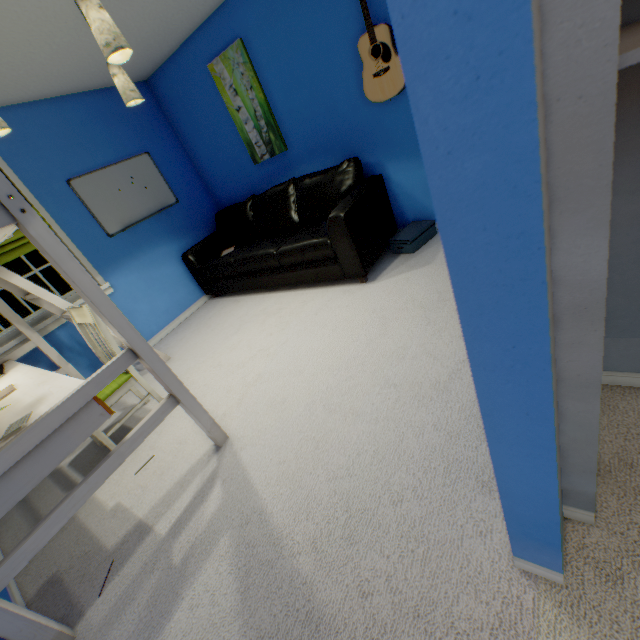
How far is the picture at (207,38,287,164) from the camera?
3.1m

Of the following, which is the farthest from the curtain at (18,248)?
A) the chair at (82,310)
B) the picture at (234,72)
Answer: the picture at (234,72)

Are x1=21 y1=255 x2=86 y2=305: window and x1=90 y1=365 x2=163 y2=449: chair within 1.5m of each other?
yes

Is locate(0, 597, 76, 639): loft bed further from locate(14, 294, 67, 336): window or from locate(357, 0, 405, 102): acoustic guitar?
locate(357, 0, 405, 102): acoustic guitar

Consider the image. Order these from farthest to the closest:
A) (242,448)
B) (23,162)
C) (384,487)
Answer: (23,162) → (242,448) → (384,487)

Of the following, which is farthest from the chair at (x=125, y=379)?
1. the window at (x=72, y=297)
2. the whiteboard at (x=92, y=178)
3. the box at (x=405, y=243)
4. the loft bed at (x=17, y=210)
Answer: the box at (x=405, y=243)

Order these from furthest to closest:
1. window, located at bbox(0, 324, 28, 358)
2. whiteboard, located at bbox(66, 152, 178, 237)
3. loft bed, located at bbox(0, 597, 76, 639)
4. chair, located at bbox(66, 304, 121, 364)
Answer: whiteboard, located at bbox(66, 152, 178, 237)
window, located at bbox(0, 324, 28, 358)
chair, located at bbox(66, 304, 121, 364)
loft bed, located at bbox(0, 597, 76, 639)

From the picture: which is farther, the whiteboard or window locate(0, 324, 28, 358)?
the whiteboard
